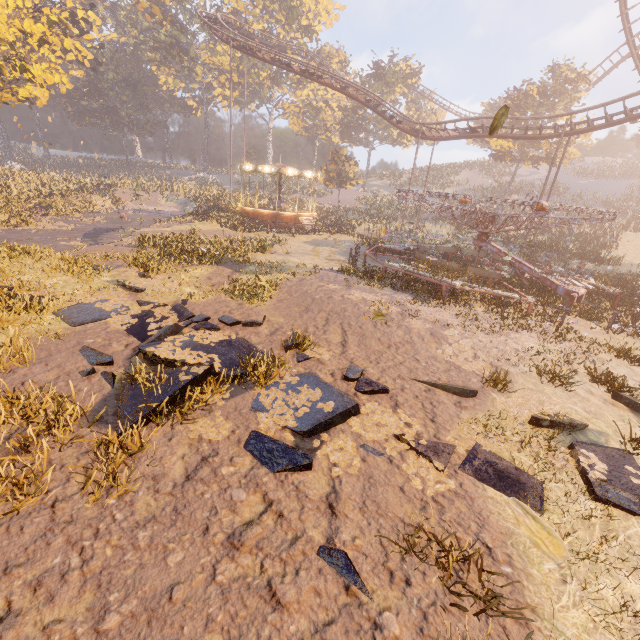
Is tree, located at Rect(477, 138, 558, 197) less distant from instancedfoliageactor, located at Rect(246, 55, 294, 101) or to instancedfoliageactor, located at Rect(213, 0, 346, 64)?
instancedfoliageactor, located at Rect(246, 55, 294, 101)

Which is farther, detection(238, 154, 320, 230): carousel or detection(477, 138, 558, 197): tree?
detection(477, 138, 558, 197): tree

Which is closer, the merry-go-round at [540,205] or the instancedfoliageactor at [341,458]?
the instancedfoliageactor at [341,458]

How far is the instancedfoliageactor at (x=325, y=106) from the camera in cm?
5803

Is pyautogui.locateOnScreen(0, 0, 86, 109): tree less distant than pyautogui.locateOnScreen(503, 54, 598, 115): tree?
Yes

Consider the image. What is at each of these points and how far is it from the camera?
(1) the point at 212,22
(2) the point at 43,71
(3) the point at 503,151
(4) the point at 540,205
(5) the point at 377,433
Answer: (1) roller coaster, 35.8 meters
(2) tree, 20.8 meters
(3) tree, 39.6 meters
(4) merry-go-round, 11.9 meters
(5) instancedfoliageactor, 5.8 meters

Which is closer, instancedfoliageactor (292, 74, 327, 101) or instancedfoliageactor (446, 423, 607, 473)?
instancedfoliageactor (446, 423, 607, 473)
